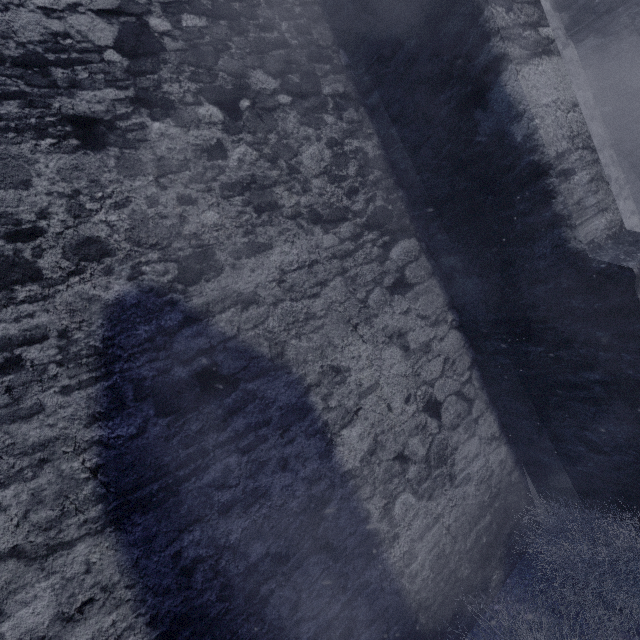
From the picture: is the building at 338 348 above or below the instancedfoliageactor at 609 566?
above

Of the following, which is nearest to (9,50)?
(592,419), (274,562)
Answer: (274,562)

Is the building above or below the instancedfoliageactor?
above
